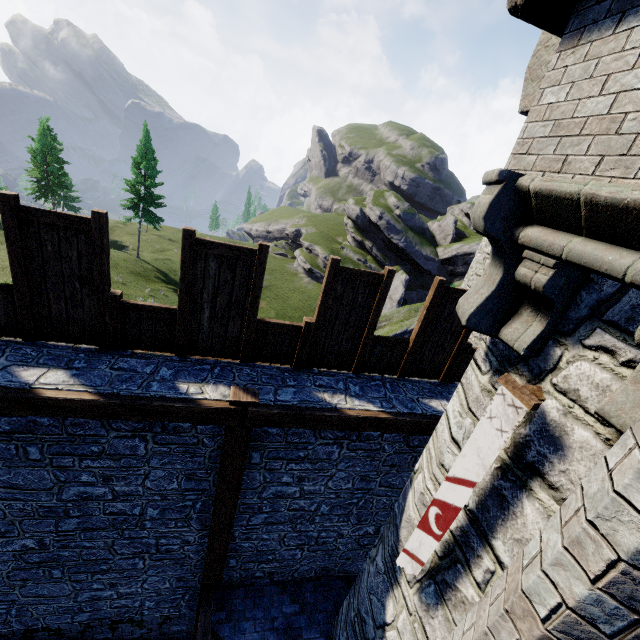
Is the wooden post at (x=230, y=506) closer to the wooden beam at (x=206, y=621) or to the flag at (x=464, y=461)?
the wooden beam at (x=206, y=621)

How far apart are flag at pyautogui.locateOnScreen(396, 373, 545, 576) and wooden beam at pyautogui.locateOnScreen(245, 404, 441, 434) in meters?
1.6

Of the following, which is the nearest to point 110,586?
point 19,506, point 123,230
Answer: point 19,506

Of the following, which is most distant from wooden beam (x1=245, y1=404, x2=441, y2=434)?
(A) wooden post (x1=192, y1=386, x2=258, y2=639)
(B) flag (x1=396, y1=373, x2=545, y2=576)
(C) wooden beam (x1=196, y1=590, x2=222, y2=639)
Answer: (C) wooden beam (x1=196, y1=590, x2=222, y2=639)

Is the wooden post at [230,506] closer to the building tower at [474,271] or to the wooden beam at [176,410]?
the wooden beam at [176,410]

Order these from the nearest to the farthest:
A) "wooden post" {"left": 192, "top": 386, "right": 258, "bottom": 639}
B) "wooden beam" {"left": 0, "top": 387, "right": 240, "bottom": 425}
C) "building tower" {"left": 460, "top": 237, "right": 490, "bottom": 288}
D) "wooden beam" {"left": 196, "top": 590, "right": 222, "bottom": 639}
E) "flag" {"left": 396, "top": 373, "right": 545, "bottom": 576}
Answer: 1. "flag" {"left": 396, "top": 373, "right": 545, "bottom": 576}
2. "wooden beam" {"left": 0, "top": 387, "right": 240, "bottom": 425}
3. "wooden post" {"left": 192, "top": 386, "right": 258, "bottom": 639}
4. "wooden beam" {"left": 196, "top": 590, "right": 222, "bottom": 639}
5. "building tower" {"left": 460, "top": 237, "right": 490, "bottom": 288}

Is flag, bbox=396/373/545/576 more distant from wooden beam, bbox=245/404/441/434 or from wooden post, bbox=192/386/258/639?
wooden post, bbox=192/386/258/639
